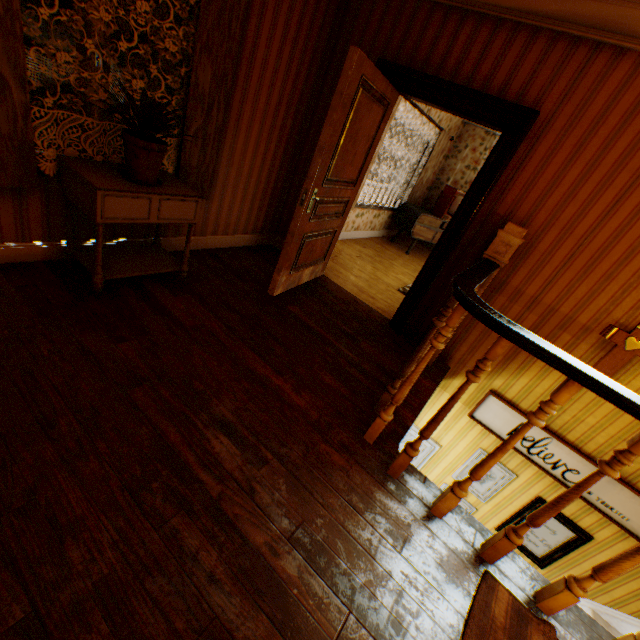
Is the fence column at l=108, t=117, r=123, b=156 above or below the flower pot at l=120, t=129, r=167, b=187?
below

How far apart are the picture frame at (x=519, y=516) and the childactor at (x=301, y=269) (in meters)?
3.59

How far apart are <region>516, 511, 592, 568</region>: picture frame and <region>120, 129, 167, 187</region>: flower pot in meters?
4.8

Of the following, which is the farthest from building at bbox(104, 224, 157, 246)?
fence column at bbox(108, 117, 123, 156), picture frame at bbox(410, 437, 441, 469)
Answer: fence column at bbox(108, 117, 123, 156)

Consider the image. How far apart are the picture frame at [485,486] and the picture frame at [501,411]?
0.27m

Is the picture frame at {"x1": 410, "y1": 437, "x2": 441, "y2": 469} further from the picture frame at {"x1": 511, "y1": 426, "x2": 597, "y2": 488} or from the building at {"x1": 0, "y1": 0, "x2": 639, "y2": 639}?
the picture frame at {"x1": 511, "y1": 426, "x2": 597, "y2": 488}

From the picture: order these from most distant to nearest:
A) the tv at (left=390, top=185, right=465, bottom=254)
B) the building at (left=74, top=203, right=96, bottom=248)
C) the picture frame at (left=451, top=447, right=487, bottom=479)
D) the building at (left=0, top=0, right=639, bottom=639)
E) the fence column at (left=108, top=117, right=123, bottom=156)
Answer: the fence column at (left=108, top=117, right=123, bottom=156)
the tv at (left=390, top=185, right=465, bottom=254)
the picture frame at (left=451, top=447, right=487, bottom=479)
the building at (left=74, top=203, right=96, bottom=248)
the building at (left=0, top=0, right=639, bottom=639)

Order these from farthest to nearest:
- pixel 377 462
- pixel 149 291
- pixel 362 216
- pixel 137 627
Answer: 1. pixel 362 216
2. pixel 149 291
3. pixel 377 462
4. pixel 137 627
